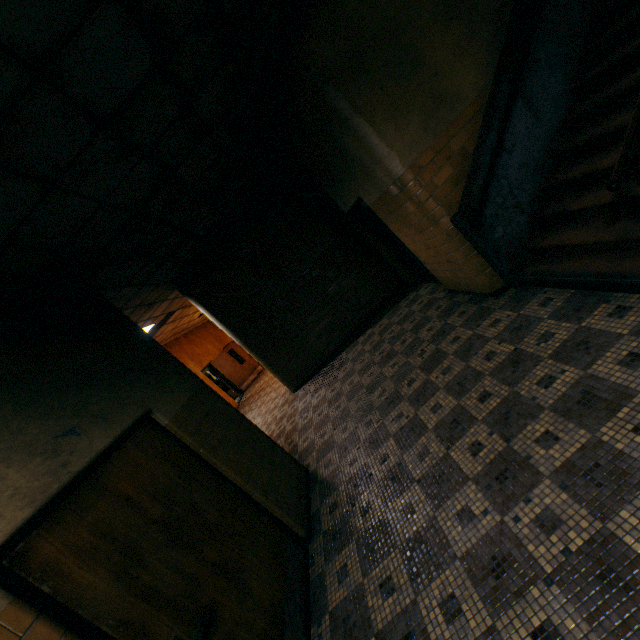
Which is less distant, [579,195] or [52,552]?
[52,552]

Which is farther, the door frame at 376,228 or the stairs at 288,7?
the door frame at 376,228

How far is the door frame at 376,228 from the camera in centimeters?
669cm

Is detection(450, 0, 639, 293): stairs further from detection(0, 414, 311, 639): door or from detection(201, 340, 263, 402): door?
detection(201, 340, 263, 402): door

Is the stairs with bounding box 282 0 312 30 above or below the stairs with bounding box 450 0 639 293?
above

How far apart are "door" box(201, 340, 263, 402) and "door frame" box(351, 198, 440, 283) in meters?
10.0

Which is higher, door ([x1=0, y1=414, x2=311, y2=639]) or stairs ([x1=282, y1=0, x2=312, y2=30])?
stairs ([x1=282, y1=0, x2=312, y2=30])

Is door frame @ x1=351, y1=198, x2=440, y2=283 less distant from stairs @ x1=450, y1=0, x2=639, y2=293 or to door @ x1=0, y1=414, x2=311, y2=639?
stairs @ x1=450, y1=0, x2=639, y2=293
